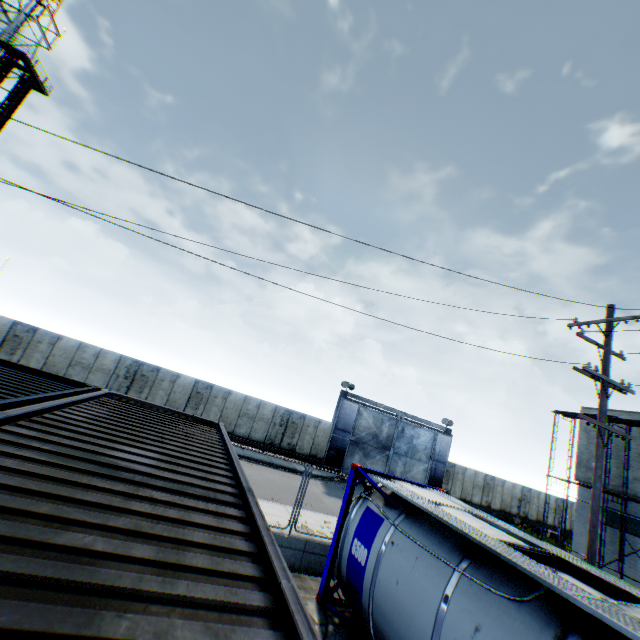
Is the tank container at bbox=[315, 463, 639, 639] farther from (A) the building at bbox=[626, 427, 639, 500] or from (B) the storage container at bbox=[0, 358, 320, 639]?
(A) the building at bbox=[626, 427, 639, 500]

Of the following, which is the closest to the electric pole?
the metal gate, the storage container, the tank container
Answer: the tank container

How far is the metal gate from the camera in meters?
25.4 m

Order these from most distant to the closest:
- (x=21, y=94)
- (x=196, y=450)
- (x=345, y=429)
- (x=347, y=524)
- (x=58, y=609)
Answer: (x=21, y=94)
(x=345, y=429)
(x=347, y=524)
(x=196, y=450)
(x=58, y=609)

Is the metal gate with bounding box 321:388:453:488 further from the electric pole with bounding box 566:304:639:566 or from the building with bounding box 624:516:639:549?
the electric pole with bounding box 566:304:639:566

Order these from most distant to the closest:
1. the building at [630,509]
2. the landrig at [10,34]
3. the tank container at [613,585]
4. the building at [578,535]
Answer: the landrig at [10,34], the building at [578,535], the building at [630,509], the tank container at [613,585]

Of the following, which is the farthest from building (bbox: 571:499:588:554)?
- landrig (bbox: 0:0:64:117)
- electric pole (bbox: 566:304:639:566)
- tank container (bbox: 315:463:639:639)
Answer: landrig (bbox: 0:0:64:117)

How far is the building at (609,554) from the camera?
18.84m
